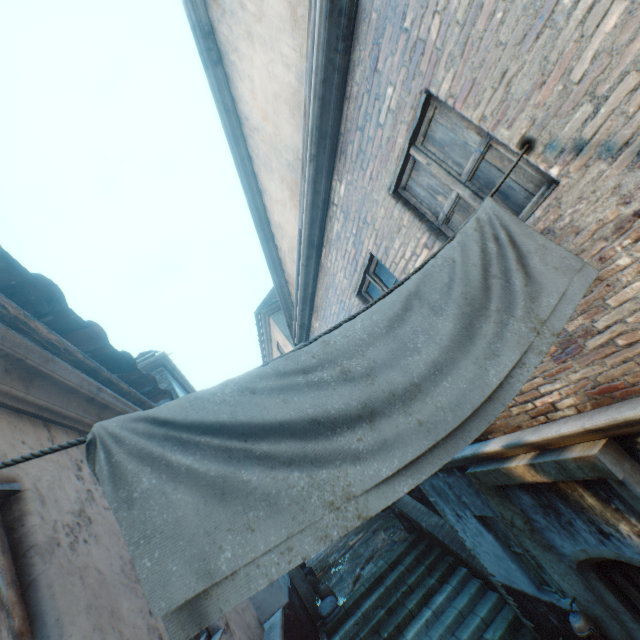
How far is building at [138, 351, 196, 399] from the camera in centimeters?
869cm

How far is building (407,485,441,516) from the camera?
10.1 meters

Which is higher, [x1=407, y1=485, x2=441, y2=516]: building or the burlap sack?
[x1=407, y1=485, x2=441, y2=516]: building

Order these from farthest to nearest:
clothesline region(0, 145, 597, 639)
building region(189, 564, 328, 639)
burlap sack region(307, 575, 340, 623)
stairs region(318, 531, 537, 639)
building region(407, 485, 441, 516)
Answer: building region(407, 485, 441, 516)
burlap sack region(307, 575, 340, 623)
stairs region(318, 531, 537, 639)
building region(189, 564, 328, 639)
clothesline region(0, 145, 597, 639)

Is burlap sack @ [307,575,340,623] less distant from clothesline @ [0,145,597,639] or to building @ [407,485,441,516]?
building @ [407,485,441,516]

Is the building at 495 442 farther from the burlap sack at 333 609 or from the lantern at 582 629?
the lantern at 582 629

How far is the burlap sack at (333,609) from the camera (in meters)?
8.33

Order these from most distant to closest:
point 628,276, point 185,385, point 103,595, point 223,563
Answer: point 185,385, point 628,276, point 103,595, point 223,563
